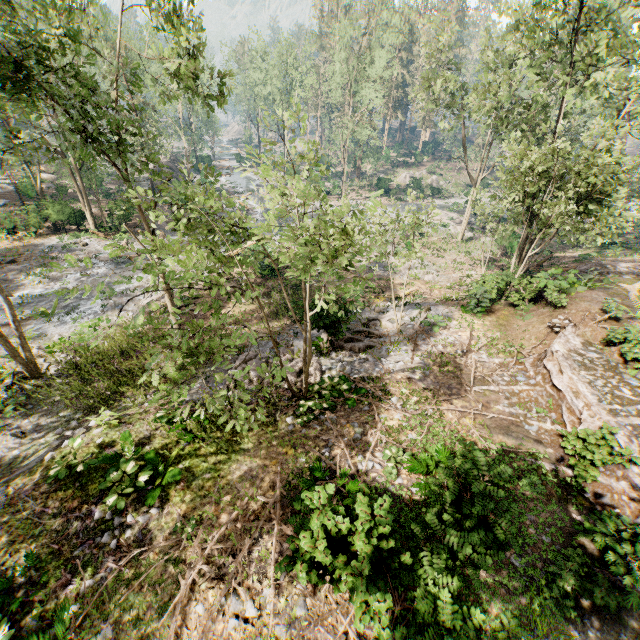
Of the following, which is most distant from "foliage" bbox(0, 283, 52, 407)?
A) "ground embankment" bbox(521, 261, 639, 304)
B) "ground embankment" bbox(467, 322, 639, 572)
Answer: "ground embankment" bbox(467, 322, 639, 572)

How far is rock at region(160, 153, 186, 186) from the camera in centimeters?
3711cm

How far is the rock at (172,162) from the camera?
37.1 meters

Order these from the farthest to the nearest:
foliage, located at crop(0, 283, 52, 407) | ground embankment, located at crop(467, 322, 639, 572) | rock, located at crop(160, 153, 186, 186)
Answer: rock, located at crop(160, 153, 186, 186) < foliage, located at crop(0, 283, 52, 407) < ground embankment, located at crop(467, 322, 639, 572)

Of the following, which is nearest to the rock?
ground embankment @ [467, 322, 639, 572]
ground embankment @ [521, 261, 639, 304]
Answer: ground embankment @ [467, 322, 639, 572]

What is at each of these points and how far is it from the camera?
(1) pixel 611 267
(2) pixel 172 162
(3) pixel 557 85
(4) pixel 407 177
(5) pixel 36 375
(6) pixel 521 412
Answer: (1) ground embankment, 21.0m
(2) rock, 48.8m
(3) foliage, 16.1m
(4) foliage, 56.7m
(5) foliage, 14.3m
(6) ground embankment, 12.0m

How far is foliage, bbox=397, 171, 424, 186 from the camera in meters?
50.8

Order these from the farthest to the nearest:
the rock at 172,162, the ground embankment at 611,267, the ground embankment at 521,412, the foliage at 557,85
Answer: the rock at 172,162, the ground embankment at 611,267, the ground embankment at 521,412, the foliage at 557,85
